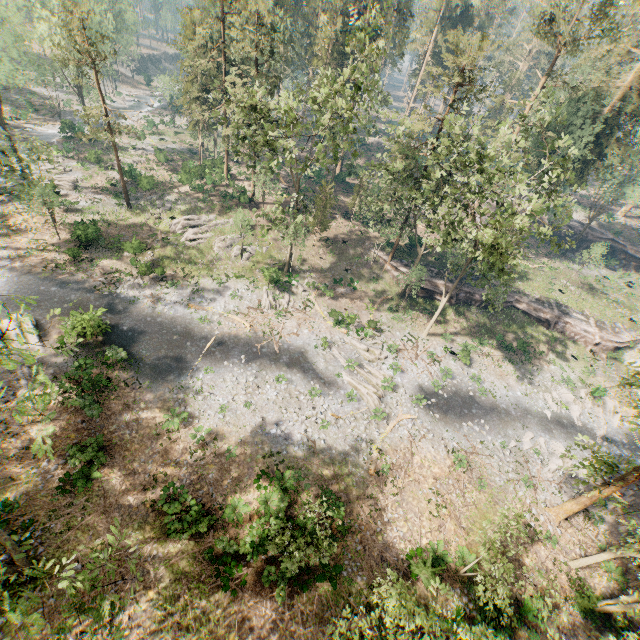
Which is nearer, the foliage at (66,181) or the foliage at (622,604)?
the foliage at (622,604)

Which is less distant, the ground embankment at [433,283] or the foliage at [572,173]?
the foliage at [572,173]

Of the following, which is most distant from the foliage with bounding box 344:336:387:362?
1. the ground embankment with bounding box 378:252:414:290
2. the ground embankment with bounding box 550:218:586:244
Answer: the ground embankment with bounding box 550:218:586:244

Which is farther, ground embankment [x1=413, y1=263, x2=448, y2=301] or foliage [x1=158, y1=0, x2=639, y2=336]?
ground embankment [x1=413, y1=263, x2=448, y2=301]

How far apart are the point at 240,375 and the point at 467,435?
19.5 meters

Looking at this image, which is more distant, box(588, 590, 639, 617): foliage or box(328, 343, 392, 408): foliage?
box(328, 343, 392, 408): foliage

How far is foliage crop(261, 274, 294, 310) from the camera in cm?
3256

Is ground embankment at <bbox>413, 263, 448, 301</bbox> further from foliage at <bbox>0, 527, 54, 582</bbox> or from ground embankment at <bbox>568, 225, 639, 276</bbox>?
ground embankment at <bbox>568, 225, 639, 276</bbox>
